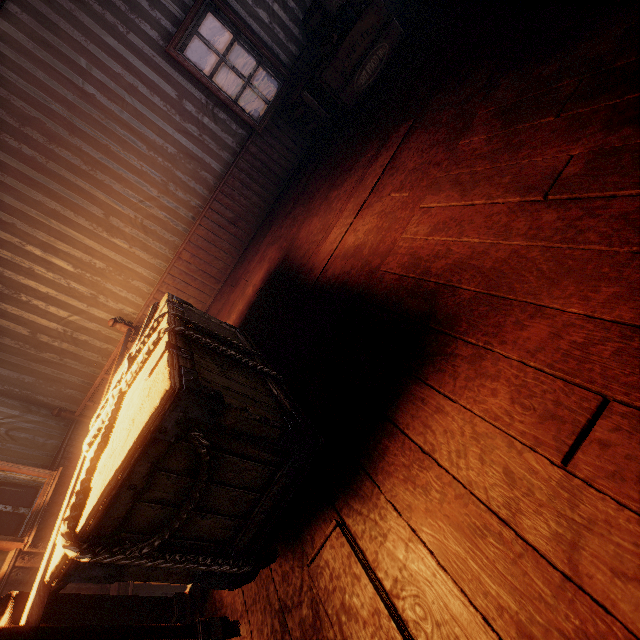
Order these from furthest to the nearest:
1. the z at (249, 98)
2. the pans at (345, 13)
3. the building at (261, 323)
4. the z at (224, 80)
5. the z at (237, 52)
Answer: the z at (224, 80) → the z at (237, 52) → the z at (249, 98) → the pans at (345, 13) → the building at (261, 323)

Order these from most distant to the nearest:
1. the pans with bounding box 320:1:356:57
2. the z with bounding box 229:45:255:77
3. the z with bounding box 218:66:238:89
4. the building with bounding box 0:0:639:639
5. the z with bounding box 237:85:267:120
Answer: the z with bounding box 218:66:238:89, the z with bounding box 229:45:255:77, the z with bounding box 237:85:267:120, the pans with bounding box 320:1:356:57, the building with bounding box 0:0:639:639

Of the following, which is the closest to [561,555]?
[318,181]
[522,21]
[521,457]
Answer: [521,457]

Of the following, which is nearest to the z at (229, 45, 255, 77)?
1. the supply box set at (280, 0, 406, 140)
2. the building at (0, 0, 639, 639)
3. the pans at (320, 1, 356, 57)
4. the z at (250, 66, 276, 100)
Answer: the building at (0, 0, 639, 639)

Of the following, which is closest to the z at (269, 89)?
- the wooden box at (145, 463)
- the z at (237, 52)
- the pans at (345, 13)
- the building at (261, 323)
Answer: the z at (237, 52)

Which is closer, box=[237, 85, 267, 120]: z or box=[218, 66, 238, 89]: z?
box=[237, 85, 267, 120]: z

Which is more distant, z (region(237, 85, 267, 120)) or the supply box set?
z (region(237, 85, 267, 120))

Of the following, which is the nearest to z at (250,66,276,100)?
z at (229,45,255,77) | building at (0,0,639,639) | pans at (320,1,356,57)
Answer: z at (229,45,255,77)
